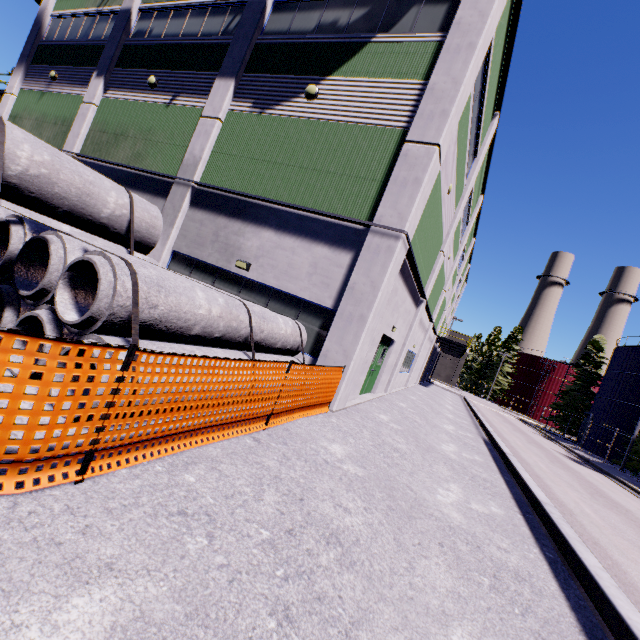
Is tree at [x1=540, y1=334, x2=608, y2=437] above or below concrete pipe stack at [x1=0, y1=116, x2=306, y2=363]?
above

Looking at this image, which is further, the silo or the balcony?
the silo

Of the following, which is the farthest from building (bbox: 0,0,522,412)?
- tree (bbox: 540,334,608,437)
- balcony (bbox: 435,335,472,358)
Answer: tree (bbox: 540,334,608,437)

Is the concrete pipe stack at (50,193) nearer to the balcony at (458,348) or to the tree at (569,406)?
the balcony at (458,348)

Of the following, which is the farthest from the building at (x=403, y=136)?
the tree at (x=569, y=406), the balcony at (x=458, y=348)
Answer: the tree at (x=569, y=406)

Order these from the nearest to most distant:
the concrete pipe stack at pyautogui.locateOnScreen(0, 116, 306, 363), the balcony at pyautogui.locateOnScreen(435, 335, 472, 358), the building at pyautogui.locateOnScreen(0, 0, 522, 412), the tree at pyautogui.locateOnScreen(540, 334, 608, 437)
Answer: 1. the concrete pipe stack at pyautogui.locateOnScreen(0, 116, 306, 363)
2. the building at pyautogui.locateOnScreen(0, 0, 522, 412)
3. the balcony at pyautogui.locateOnScreen(435, 335, 472, 358)
4. the tree at pyautogui.locateOnScreen(540, 334, 608, 437)

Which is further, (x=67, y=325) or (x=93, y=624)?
(x=67, y=325)

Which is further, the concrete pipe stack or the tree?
the tree
